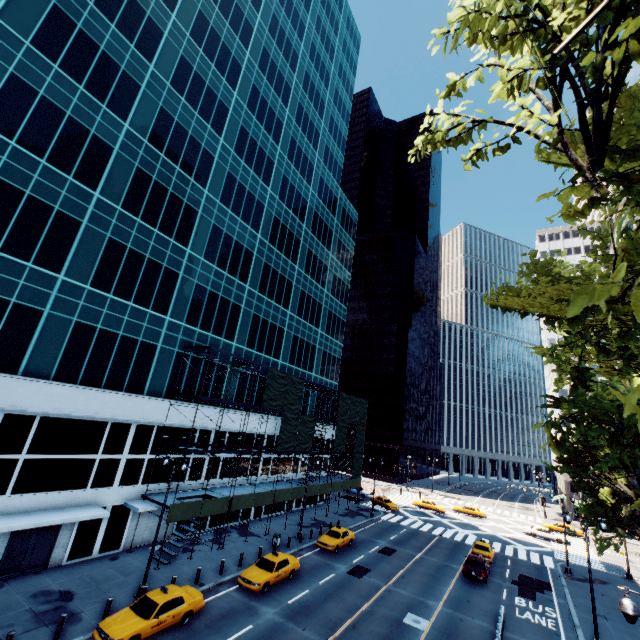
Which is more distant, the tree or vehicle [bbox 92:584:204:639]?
vehicle [bbox 92:584:204:639]

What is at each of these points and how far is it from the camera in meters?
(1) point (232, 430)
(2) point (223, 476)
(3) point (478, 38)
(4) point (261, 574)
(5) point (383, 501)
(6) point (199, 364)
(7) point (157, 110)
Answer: (1) building, 33.2 m
(2) building, 31.9 m
(3) tree, 5.4 m
(4) vehicle, 21.5 m
(5) vehicle, 50.3 m
(6) building, 30.1 m
(7) building, 27.7 m

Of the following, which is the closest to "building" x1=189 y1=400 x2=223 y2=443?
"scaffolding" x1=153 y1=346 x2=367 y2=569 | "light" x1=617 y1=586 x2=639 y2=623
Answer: "scaffolding" x1=153 y1=346 x2=367 y2=569

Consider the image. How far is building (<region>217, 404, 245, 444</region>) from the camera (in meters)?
31.88

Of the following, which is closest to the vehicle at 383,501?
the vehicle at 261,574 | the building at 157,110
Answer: the building at 157,110

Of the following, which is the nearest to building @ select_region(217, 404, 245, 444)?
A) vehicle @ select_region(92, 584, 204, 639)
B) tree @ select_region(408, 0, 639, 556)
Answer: vehicle @ select_region(92, 584, 204, 639)

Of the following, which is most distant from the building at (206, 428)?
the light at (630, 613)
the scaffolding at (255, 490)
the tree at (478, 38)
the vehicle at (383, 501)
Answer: the light at (630, 613)

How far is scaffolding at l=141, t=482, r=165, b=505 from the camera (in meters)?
→ 23.57
